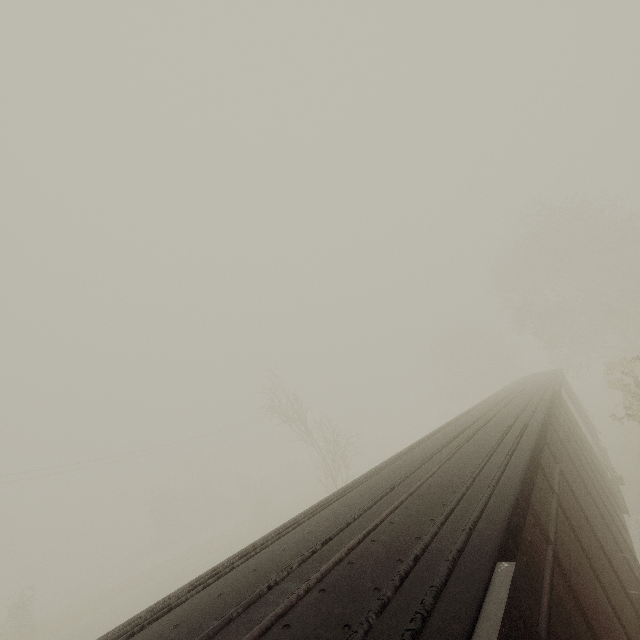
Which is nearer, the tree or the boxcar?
the boxcar

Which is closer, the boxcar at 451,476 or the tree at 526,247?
the boxcar at 451,476

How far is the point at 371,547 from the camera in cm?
249
